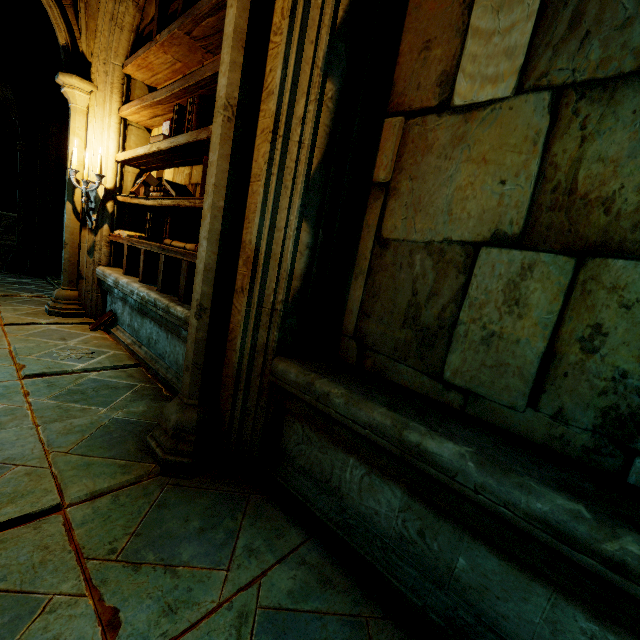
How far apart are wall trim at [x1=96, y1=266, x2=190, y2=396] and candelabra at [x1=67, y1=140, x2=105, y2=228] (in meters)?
0.53

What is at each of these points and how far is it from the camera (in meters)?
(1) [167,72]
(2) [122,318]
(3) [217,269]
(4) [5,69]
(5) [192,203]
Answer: (1) book, 4.10
(2) wall trim, 4.41
(3) stone column, 2.00
(4) archway, 6.54
(5) book, 3.00

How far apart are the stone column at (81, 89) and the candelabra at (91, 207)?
0.1m

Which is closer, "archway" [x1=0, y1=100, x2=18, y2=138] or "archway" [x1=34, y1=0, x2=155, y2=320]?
"archway" [x1=34, y1=0, x2=155, y2=320]

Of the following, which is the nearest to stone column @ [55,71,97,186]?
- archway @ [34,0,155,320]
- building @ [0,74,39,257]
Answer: archway @ [34,0,155,320]

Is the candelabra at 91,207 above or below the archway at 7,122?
below

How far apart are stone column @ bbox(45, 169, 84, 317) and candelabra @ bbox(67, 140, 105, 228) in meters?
0.1

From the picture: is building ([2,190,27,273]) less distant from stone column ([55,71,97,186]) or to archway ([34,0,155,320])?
archway ([34,0,155,320])
